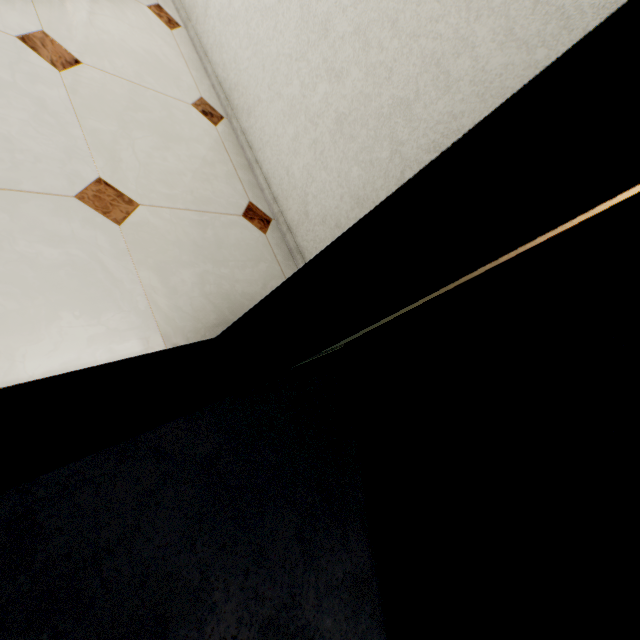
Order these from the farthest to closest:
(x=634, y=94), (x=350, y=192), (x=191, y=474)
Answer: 1. (x=350, y=192)
2. (x=191, y=474)
3. (x=634, y=94)
